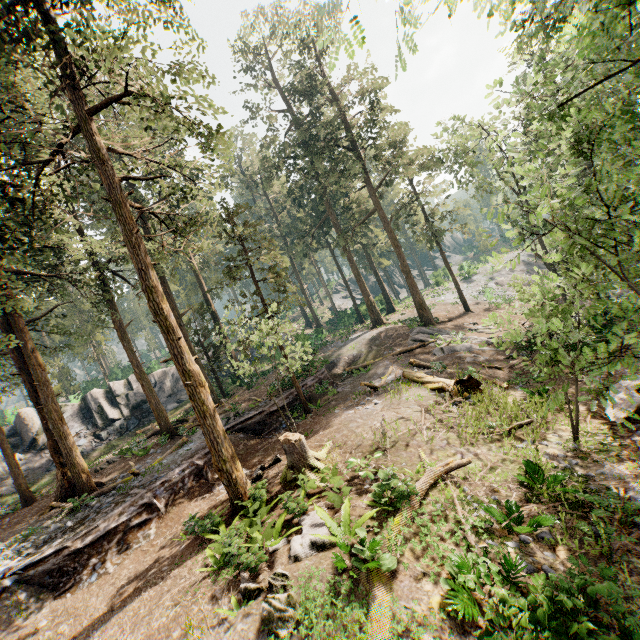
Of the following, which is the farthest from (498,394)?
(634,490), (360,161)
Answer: (360,161)

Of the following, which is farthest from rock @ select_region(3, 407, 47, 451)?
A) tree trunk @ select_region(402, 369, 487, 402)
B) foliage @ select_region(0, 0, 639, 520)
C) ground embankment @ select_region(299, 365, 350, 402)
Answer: tree trunk @ select_region(402, 369, 487, 402)

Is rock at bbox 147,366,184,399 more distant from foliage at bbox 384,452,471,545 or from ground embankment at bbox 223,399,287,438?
ground embankment at bbox 223,399,287,438

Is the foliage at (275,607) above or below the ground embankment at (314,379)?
below

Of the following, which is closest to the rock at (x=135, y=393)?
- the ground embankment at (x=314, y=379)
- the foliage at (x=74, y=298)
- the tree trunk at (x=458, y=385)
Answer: the foliage at (x=74, y=298)

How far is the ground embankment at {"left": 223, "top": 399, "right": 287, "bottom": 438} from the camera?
19.7 meters

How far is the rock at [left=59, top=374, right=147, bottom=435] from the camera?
30.72m
